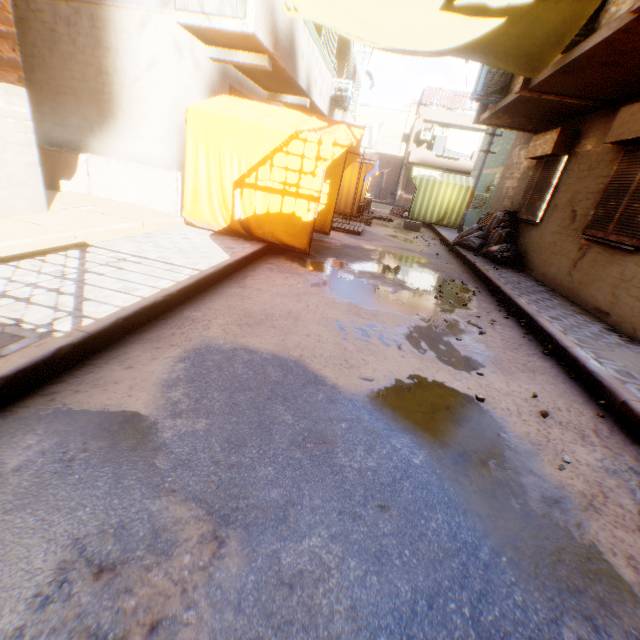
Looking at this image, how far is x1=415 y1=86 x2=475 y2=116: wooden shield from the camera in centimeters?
2419cm

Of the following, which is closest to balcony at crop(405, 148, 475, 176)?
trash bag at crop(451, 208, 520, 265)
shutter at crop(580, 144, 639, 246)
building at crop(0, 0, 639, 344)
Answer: building at crop(0, 0, 639, 344)

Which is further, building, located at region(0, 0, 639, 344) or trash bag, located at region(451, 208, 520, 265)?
trash bag, located at region(451, 208, 520, 265)

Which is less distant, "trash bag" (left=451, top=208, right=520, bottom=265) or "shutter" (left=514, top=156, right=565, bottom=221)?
"shutter" (left=514, top=156, right=565, bottom=221)

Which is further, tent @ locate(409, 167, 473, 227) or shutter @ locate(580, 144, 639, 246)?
tent @ locate(409, 167, 473, 227)

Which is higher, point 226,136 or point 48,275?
point 226,136

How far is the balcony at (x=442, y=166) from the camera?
24.8m

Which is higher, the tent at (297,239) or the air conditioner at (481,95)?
the air conditioner at (481,95)
